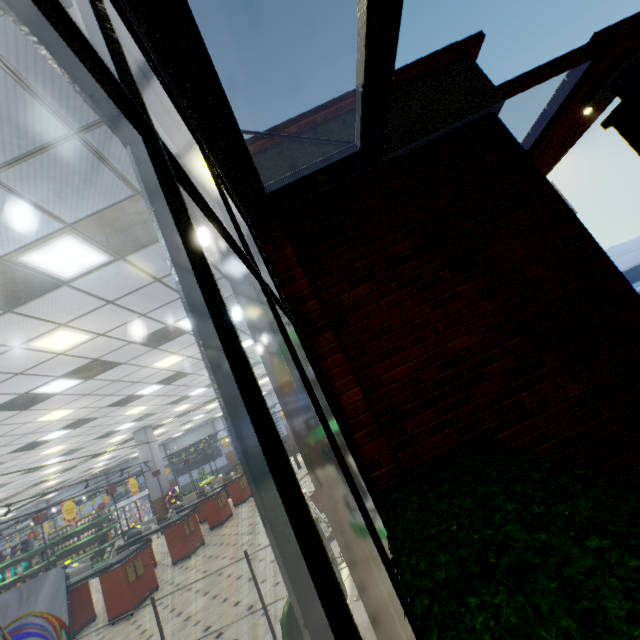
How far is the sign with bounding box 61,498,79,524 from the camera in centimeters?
1076cm

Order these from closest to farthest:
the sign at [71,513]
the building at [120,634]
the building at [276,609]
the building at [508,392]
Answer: the building at [508,392] < the building at [276,609] < the building at [120,634] < the sign at [71,513]

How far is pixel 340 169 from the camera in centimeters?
313cm

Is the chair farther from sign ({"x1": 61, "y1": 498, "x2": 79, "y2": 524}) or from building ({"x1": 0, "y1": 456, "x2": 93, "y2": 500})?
sign ({"x1": 61, "y1": 498, "x2": 79, "y2": 524})

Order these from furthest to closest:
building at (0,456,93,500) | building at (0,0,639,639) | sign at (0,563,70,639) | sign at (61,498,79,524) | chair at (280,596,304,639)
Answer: building at (0,456,93,500) < sign at (61,498,79,524) < sign at (0,563,70,639) < chair at (280,596,304,639) < building at (0,0,639,639)

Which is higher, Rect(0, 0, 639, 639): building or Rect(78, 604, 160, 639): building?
Rect(0, 0, 639, 639): building

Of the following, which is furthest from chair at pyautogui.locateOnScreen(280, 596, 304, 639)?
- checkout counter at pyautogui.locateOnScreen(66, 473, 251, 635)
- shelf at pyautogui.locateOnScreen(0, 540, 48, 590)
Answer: shelf at pyautogui.locateOnScreen(0, 540, 48, 590)

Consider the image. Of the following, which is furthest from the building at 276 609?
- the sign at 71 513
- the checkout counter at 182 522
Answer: the sign at 71 513
